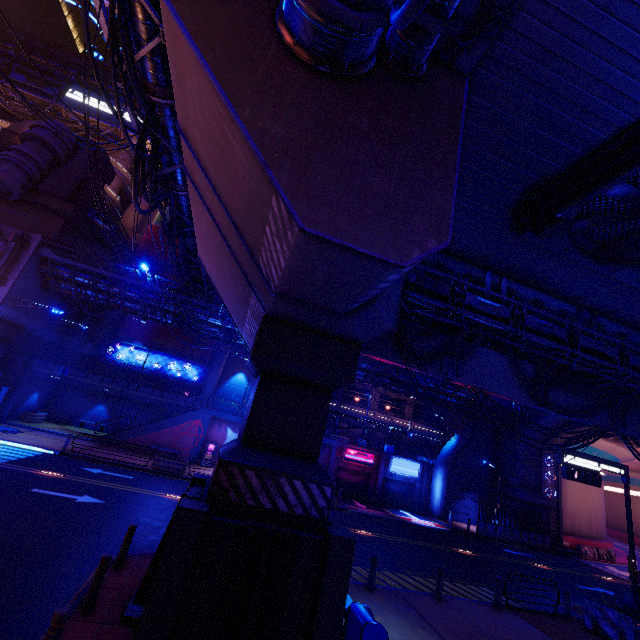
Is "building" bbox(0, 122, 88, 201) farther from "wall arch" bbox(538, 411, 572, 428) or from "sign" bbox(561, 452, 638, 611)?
"wall arch" bbox(538, 411, 572, 428)

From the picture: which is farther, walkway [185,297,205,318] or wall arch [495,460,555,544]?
wall arch [495,460,555,544]

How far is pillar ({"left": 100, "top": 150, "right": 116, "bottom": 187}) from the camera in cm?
3400

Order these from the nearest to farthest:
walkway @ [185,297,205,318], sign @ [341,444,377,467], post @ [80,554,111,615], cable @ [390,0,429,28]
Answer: cable @ [390,0,429,28] → post @ [80,554,111,615] → walkway @ [185,297,205,318] → sign @ [341,444,377,467]

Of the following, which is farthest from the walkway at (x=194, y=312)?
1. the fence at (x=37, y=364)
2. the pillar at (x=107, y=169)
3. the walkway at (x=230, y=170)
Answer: the walkway at (x=230, y=170)

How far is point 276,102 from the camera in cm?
512

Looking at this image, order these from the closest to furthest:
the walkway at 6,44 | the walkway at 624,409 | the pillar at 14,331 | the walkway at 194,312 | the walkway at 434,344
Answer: the walkway at 434,344 → the walkway at 624,409 → the pillar at 14,331 → the walkway at 194,312 → the walkway at 6,44

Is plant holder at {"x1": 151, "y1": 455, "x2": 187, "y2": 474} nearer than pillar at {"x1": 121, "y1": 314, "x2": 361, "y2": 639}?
No
